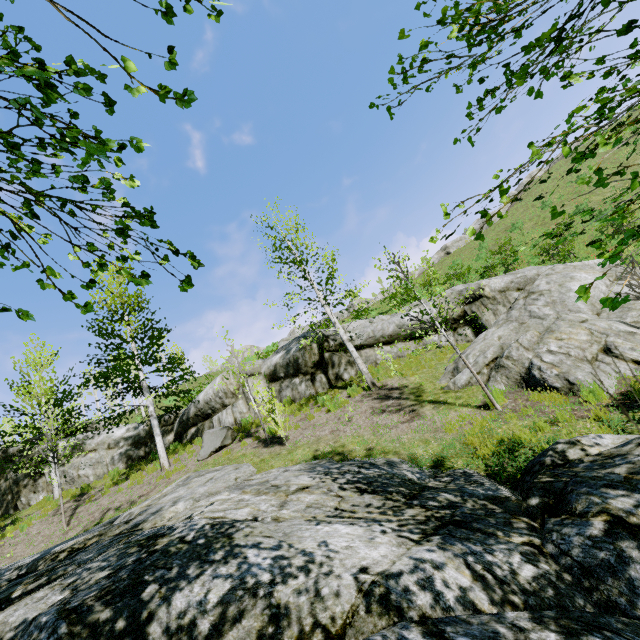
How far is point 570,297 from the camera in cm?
1008

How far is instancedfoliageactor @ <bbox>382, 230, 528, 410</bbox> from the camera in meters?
7.3 m

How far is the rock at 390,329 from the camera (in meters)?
13.74

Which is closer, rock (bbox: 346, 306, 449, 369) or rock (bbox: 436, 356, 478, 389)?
rock (bbox: 436, 356, 478, 389)

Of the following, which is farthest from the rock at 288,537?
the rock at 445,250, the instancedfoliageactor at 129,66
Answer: the rock at 445,250

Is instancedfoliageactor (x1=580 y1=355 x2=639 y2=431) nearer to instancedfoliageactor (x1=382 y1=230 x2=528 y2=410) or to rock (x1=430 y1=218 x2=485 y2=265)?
instancedfoliageactor (x1=382 y1=230 x2=528 y2=410)

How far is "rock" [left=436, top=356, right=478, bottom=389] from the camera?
8.8m
